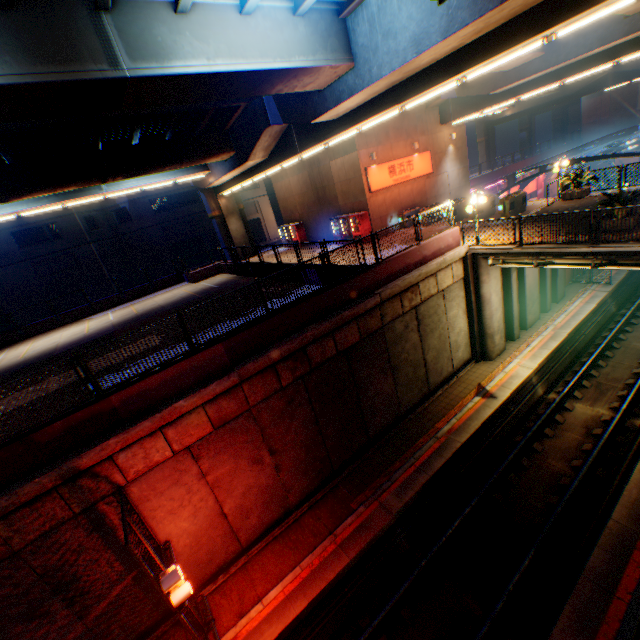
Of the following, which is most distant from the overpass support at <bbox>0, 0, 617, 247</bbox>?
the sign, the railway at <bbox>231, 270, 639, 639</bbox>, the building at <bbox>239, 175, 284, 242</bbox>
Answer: the building at <bbox>239, 175, 284, 242</bbox>

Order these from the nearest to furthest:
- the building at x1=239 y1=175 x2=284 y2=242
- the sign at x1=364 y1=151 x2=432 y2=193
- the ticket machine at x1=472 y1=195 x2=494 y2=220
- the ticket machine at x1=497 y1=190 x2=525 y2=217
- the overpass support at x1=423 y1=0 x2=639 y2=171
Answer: the overpass support at x1=423 y1=0 x2=639 y2=171
the ticket machine at x1=497 y1=190 x2=525 y2=217
the ticket machine at x1=472 y1=195 x2=494 y2=220
the sign at x1=364 y1=151 x2=432 y2=193
the building at x1=239 y1=175 x2=284 y2=242

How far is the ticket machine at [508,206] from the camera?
17.48m

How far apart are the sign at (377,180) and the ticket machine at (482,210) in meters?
5.7 m

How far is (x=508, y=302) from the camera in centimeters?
1719cm

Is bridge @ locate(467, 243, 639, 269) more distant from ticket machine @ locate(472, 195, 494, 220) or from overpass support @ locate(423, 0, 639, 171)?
ticket machine @ locate(472, 195, 494, 220)

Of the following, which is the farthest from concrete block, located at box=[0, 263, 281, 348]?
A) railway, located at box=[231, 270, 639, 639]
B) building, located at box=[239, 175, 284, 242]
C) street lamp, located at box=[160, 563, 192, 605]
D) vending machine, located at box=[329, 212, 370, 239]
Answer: building, located at box=[239, 175, 284, 242]

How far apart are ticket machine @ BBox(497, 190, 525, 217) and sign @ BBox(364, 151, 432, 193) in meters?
7.4
